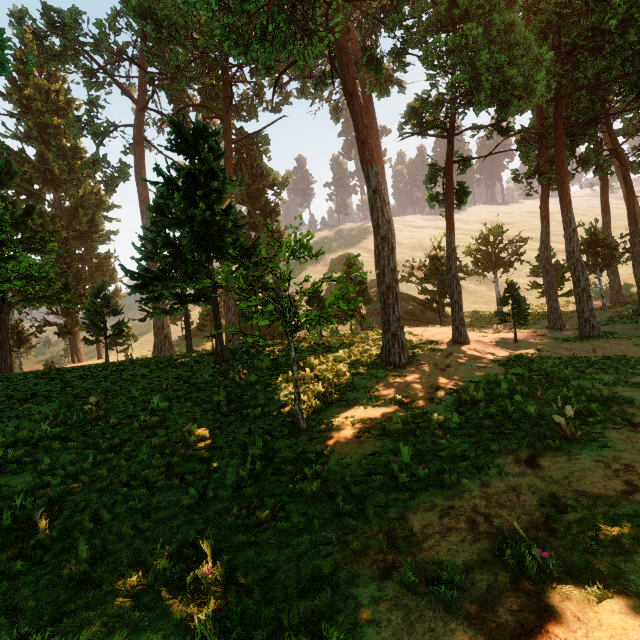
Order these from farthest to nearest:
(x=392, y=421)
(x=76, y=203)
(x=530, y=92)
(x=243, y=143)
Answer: (x=76, y=203) → (x=243, y=143) → (x=530, y=92) → (x=392, y=421)
